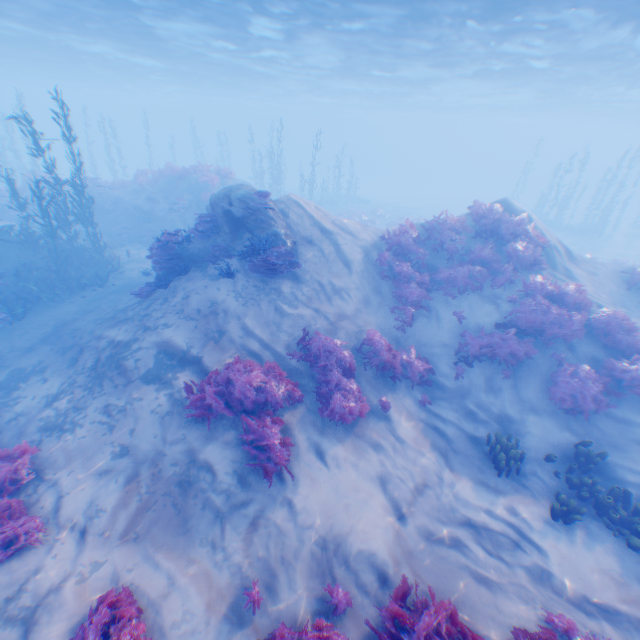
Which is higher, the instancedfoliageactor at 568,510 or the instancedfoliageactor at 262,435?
the instancedfoliageactor at 262,435

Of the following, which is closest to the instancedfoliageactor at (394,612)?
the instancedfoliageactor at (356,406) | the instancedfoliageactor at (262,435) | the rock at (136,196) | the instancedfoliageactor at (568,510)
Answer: the instancedfoliageactor at (262,435)

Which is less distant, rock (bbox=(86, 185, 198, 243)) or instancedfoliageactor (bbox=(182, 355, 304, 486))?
instancedfoliageactor (bbox=(182, 355, 304, 486))

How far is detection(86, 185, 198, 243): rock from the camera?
20.6 meters

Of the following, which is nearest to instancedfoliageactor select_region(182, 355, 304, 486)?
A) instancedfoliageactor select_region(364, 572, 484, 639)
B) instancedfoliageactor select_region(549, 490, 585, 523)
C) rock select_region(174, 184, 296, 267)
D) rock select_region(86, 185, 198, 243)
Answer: instancedfoliageactor select_region(364, 572, 484, 639)

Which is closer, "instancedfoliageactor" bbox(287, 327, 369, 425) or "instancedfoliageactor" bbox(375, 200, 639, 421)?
"instancedfoliageactor" bbox(287, 327, 369, 425)

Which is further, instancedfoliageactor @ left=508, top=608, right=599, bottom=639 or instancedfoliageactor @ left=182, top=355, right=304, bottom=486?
instancedfoliageactor @ left=182, top=355, right=304, bottom=486

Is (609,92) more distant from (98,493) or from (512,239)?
(98,493)
